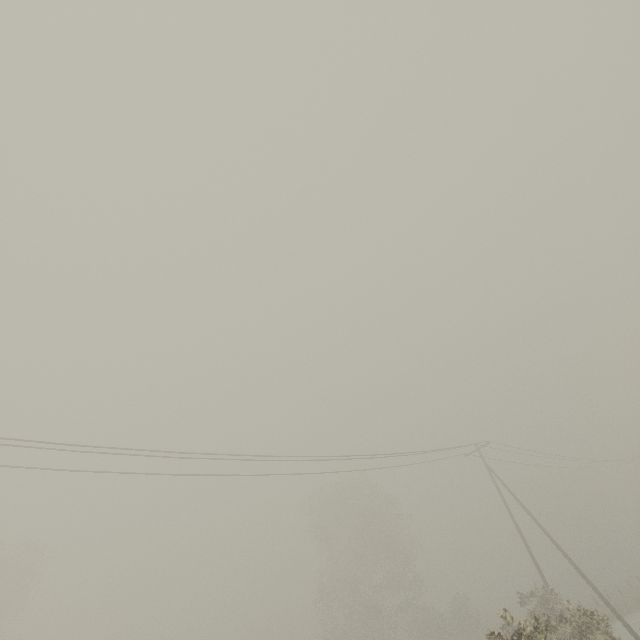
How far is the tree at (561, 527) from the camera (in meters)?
52.31

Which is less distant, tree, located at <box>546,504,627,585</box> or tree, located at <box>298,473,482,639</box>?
tree, located at <box>298,473,482,639</box>

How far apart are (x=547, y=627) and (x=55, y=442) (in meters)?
19.59

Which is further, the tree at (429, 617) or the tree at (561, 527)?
the tree at (561, 527)

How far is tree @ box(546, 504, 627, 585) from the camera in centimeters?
5231cm
